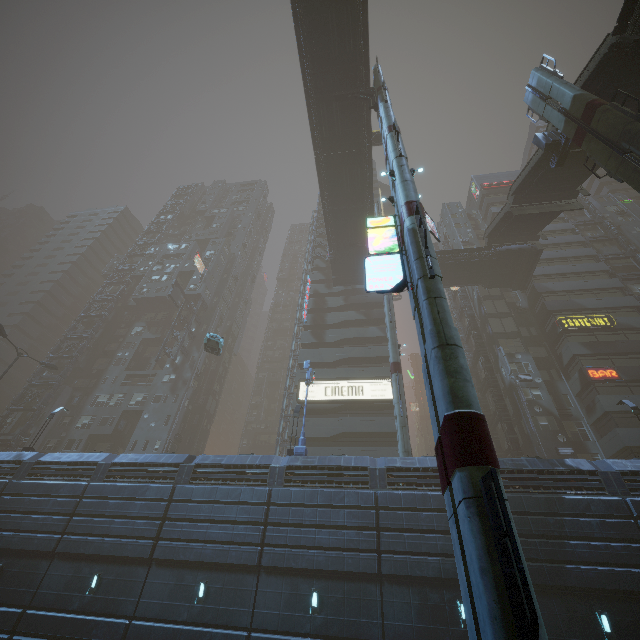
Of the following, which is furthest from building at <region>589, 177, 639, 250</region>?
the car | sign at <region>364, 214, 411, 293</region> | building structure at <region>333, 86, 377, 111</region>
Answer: building structure at <region>333, 86, 377, 111</region>

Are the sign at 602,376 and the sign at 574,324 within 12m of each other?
yes

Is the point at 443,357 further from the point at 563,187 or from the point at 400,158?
the point at 563,187

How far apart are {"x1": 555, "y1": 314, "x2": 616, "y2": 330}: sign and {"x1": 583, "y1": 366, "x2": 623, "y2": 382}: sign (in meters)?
4.28

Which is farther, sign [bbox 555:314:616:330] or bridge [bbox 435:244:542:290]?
bridge [bbox 435:244:542:290]

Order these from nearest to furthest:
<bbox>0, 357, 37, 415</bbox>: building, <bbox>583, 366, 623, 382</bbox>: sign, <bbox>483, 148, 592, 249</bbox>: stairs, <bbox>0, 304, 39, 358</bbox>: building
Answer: <bbox>483, 148, 592, 249</bbox>: stairs < <bbox>583, 366, 623, 382</bbox>: sign < <bbox>0, 357, 37, 415</bbox>: building < <bbox>0, 304, 39, 358</bbox>: building

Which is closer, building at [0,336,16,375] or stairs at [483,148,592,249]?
stairs at [483,148,592,249]

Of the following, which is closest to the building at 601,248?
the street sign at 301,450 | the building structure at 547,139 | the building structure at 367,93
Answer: the street sign at 301,450
